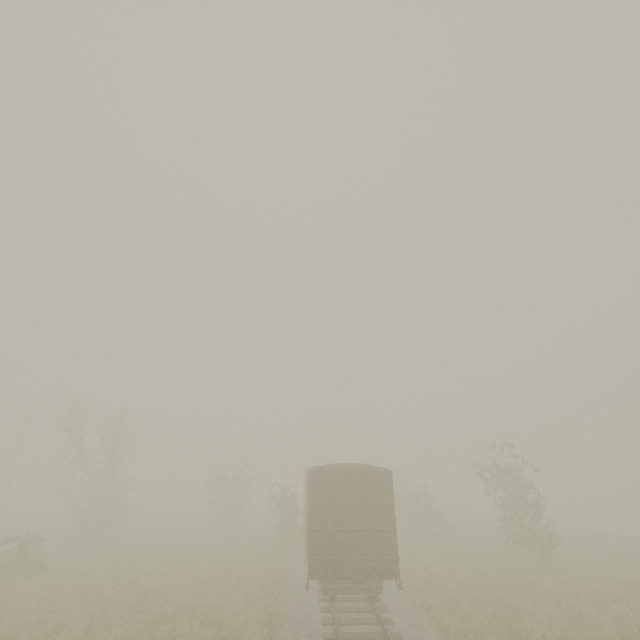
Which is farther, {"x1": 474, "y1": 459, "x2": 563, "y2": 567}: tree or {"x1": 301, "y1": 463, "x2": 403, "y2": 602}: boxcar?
{"x1": 474, "y1": 459, "x2": 563, "y2": 567}: tree

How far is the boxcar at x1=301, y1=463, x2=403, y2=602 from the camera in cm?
1189

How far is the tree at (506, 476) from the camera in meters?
18.8

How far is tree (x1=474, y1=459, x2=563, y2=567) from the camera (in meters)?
18.84

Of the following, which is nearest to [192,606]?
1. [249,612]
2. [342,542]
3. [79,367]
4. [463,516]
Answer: [249,612]

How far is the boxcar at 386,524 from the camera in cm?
1189
